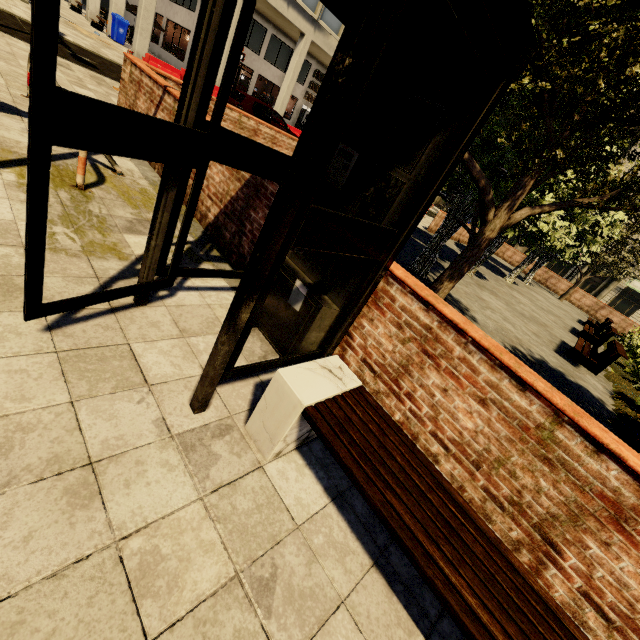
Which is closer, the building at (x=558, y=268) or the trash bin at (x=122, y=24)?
the trash bin at (x=122, y=24)

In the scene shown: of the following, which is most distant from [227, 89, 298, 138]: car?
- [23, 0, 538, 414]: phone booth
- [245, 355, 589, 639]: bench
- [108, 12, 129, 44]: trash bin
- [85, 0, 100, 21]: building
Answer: [245, 355, 589, 639]: bench

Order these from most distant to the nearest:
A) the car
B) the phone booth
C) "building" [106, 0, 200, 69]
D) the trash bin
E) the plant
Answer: the trash bin
"building" [106, 0, 200, 69]
the car
the plant
the phone booth

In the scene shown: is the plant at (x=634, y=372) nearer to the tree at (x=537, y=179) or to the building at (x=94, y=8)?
the tree at (x=537, y=179)

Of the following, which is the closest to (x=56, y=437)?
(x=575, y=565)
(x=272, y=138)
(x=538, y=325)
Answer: (x=575, y=565)

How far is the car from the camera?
13.2 meters

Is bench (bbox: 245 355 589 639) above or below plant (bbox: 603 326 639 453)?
above

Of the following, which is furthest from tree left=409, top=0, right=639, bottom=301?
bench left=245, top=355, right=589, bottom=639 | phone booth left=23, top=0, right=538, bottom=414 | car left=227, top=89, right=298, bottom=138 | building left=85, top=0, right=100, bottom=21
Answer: building left=85, top=0, right=100, bottom=21
